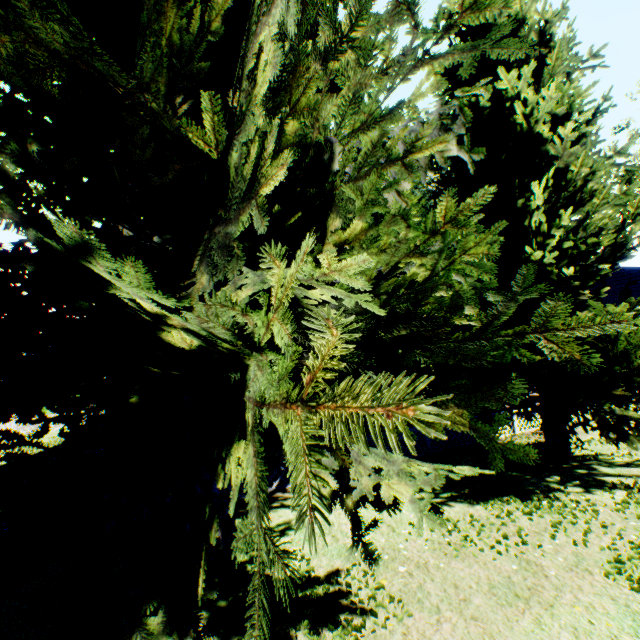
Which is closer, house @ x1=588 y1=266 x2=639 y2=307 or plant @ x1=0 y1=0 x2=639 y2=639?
plant @ x1=0 y1=0 x2=639 y2=639

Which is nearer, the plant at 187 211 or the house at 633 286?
the plant at 187 211

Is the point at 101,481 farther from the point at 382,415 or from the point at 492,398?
the point at 492,398
